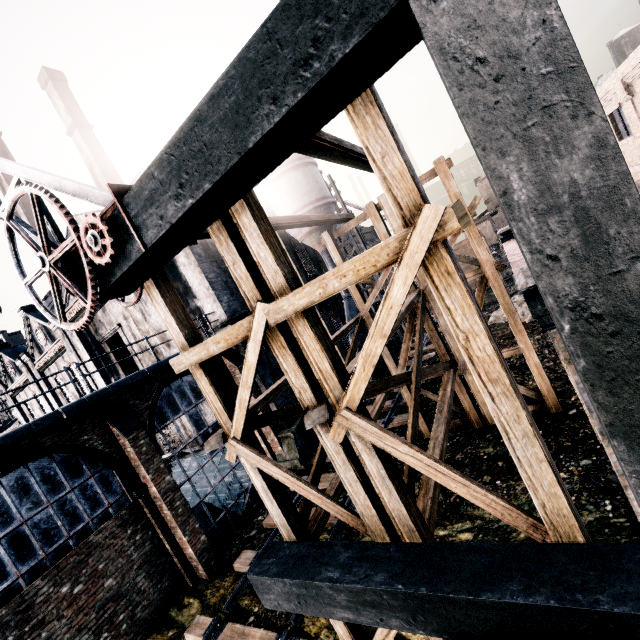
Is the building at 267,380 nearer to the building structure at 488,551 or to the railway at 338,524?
the building structure at 488,551

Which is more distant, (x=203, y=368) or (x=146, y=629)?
(x=146, y=629)

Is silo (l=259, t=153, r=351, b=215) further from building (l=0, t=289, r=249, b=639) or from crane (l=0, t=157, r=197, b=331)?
crane (l=0, t=157, r=197, b=331)

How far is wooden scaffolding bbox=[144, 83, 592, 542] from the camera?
3.7m

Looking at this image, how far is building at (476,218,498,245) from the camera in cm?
5659

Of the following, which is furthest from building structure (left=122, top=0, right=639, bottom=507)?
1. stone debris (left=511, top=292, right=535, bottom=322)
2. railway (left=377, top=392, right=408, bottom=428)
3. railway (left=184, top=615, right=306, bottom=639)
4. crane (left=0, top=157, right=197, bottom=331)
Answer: stone debris (left=511, top=292, right=535, bottom=322)

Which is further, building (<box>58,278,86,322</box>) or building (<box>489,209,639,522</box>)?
building (<box>58,278,86,322</box>)

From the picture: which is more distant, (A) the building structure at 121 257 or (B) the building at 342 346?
(B) the building at 342 346
